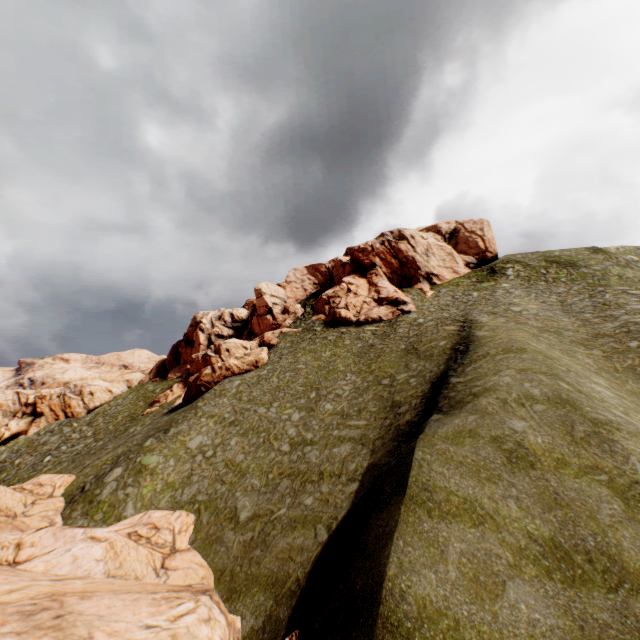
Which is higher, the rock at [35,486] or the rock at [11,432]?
the rock at [11,432]

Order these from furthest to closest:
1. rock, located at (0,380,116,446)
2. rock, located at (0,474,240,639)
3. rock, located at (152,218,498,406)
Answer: rock, located at (0,380,116,446) → rock, located at (152,218,498,406) → rock, located at (0,474,240,639)

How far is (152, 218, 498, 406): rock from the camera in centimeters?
4347cm

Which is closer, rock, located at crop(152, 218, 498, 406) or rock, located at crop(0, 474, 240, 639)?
rock, located at crop(0, 474, 240, 639)

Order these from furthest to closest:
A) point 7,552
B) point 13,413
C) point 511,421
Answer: point 13,413, point 7,552, point 511,421

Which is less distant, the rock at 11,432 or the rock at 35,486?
the rock at 35,486
